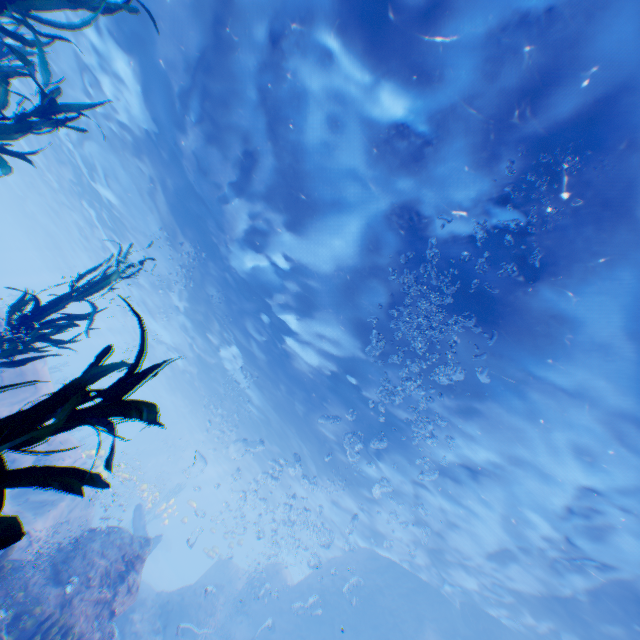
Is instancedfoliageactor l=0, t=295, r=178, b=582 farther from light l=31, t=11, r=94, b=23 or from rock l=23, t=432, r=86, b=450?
light l=31, t=11, r=94, b=23

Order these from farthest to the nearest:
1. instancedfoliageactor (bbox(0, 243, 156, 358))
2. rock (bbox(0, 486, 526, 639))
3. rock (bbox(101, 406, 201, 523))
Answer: rock (bbox(101, 406, 201, 523)), rock (bbox(0, 486, 526, 639)), instancedfoliageactor (bbox(0, 243, 156, 358))

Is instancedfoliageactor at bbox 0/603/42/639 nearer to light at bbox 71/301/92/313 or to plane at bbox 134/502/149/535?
plane at bbox 134/502/149/535

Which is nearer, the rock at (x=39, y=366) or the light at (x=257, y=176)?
the light at (x=257, y=176)

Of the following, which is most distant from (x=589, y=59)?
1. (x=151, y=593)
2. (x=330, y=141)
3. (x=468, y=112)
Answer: (x=151, y=593)

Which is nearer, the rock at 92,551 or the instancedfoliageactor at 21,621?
the instancedfoliageactor at 21,621

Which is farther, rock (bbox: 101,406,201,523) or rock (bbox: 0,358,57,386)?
rock (bbox: 101,406,201,523)
